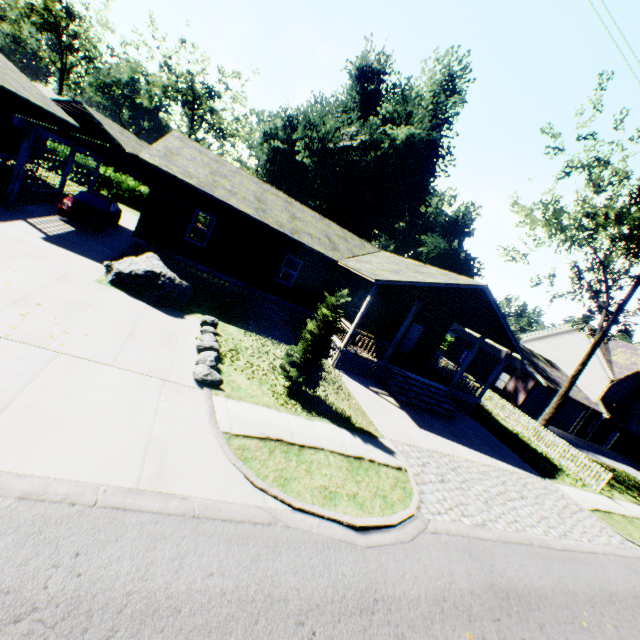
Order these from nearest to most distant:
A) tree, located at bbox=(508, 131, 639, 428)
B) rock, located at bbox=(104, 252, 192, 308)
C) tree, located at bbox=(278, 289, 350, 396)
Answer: tree, located at bbox=(278, 289, 350, 396)
rock, located at bbox=(104, 252, 192, 308)
tree, located at bbox=(508, 131, 639, 428)

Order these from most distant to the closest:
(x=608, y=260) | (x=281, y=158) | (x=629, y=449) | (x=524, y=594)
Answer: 1. (x=629, y=449)
2. (x=281, y=158)
3. (x=608, y=260)
4. (x=524, y=594)

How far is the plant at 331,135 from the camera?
30.5m

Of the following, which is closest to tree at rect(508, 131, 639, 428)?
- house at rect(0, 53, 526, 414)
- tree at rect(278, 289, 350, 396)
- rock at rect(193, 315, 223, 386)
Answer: house at rect(0, 53, 526, 414)

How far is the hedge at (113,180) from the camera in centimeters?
2962cm

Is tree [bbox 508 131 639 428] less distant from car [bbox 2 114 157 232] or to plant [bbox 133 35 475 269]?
plant [bbox 133 35 475 269]

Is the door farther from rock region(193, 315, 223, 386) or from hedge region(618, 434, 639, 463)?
hedge region(618, 434, 639, 463)

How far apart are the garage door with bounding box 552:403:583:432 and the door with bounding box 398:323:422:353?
19.9m
